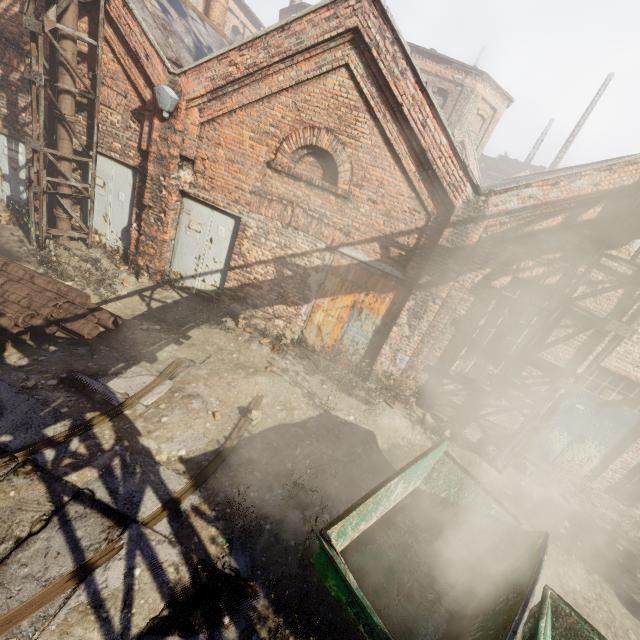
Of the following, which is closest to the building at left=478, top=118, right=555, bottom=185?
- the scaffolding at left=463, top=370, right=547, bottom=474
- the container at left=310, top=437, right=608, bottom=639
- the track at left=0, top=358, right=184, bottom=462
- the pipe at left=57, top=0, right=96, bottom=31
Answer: the pipe at left=57, top=0, right=96, bottom=31

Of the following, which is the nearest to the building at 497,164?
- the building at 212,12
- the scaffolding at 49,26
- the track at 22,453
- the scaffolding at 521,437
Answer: the building at 212,12

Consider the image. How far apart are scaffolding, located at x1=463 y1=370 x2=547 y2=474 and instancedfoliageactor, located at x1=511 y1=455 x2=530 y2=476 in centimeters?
22cm

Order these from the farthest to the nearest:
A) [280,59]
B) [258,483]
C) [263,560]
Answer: [280,59] < [258,483] < [263,560]

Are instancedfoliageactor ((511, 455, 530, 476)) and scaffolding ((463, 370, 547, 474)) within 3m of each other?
yes

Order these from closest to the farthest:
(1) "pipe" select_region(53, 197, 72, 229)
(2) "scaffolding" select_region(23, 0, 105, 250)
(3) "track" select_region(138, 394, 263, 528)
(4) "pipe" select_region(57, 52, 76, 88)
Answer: (3) "track" select_region(138, 394, 263, 528)
(2) "scaffolding" select_region(23, 0, 105, 250)
(4) "pipe" select_region(57, 52, 76, 88)
(1) "pipe" select_region(53, 197, 72, 229)

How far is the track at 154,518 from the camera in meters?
4.1 m

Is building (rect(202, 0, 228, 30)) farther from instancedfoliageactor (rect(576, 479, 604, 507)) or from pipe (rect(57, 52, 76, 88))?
instancedfoliageactor (rect(576, 479, 604, 507))
